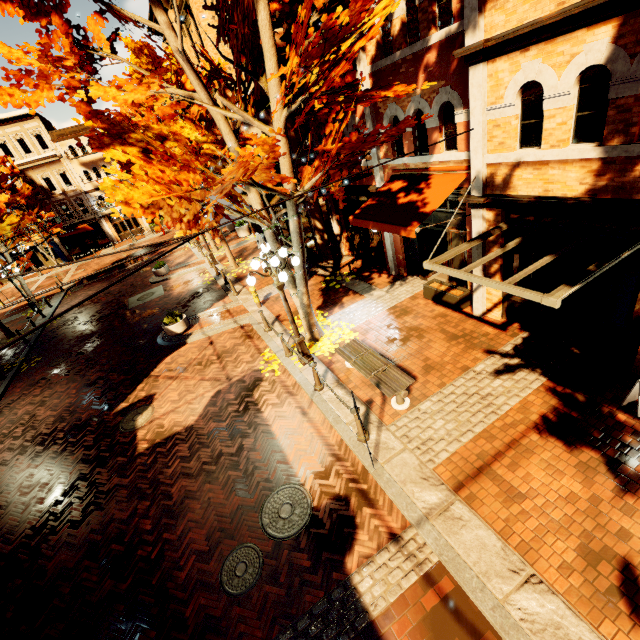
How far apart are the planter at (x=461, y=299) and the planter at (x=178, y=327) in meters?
9.4

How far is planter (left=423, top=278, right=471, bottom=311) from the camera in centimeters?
945cm

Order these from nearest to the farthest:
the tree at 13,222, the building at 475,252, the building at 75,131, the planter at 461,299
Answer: the building at 475,252 → the planter at 461,299 → the tree at 13,222 → the building at 75,131

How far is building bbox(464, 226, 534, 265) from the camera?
7.40m

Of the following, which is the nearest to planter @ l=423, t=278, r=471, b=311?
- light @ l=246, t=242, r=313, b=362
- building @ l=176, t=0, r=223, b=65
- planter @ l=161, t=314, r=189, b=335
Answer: building @ l=176, t=0, r=223, b=65

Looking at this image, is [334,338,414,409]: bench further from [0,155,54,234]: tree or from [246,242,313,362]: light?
[0,155,54,234]: tree

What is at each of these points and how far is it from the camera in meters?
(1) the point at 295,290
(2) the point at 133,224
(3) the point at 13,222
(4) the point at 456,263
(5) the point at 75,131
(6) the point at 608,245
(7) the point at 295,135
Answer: (1) tree, 9.5
(2) building, 39.5
(3) tree, 20.4
(4) building, 10.1
(5) building, 34.2
(6) building, 6.0
(7) building, 13.2
